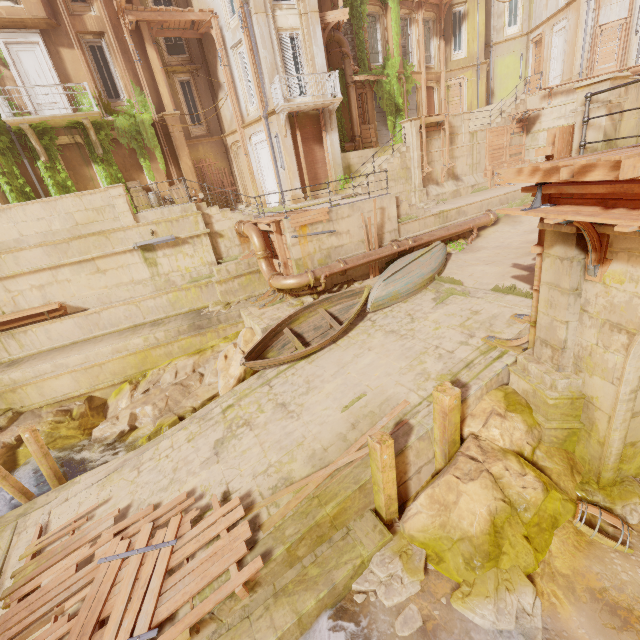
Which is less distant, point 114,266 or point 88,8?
point 114,266

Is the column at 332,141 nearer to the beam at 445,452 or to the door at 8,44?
the door at 8,44

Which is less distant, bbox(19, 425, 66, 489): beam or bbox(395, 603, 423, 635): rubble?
bbox(395, 603, 423, 635): rubble

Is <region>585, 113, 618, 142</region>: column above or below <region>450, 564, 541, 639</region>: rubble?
above

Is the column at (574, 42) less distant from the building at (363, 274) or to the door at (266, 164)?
the building at (363, 274)

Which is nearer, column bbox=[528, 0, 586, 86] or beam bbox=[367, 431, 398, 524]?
beam bbox=[367, 431, 398, 524]

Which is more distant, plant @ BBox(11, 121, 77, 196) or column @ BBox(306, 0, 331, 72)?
column @ BBox(306, 0, 331, 72)

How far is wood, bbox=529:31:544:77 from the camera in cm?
2302
